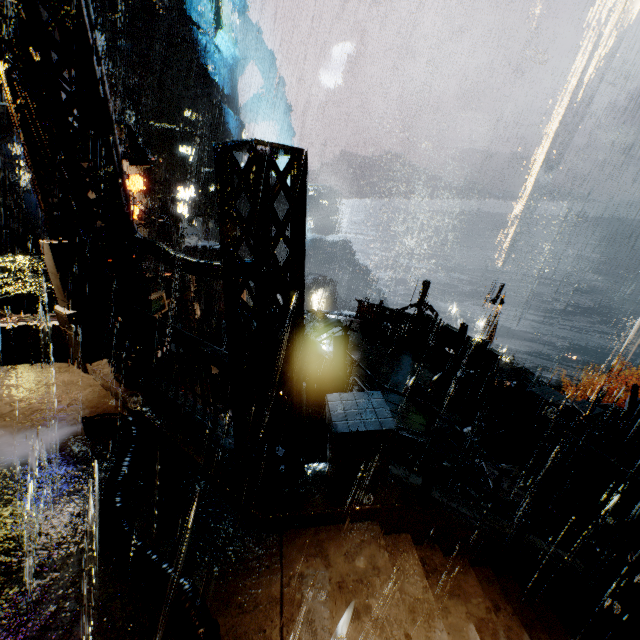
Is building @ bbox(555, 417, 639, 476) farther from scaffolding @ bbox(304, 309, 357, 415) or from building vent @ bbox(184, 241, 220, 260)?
scaffolding @ bbox(304, 309, 357, 415)

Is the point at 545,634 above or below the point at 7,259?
below

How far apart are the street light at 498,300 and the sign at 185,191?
39.09m

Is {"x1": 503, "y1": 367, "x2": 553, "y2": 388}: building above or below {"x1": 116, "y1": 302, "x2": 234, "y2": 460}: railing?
below

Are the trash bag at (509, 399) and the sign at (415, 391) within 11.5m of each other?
yes

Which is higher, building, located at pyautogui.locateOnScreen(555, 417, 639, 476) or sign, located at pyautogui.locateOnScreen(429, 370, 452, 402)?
sign, located at pyautogui.locateOnScreen(429, 370, 452, 402)

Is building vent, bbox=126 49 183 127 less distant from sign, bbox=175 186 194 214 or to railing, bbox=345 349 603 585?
sign, bbox=175 186 194 214

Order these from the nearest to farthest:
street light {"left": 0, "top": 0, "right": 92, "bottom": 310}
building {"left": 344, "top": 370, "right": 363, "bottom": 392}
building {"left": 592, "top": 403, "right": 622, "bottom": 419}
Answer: street light {"left": 0, "top": 0, "right": 92, "bottom": 310} → building {"left": 344, "top": 370, "right": 363, "bottom": 392} → building {"left": 592, "top": 403, "right": 622, "bottom": 419}
